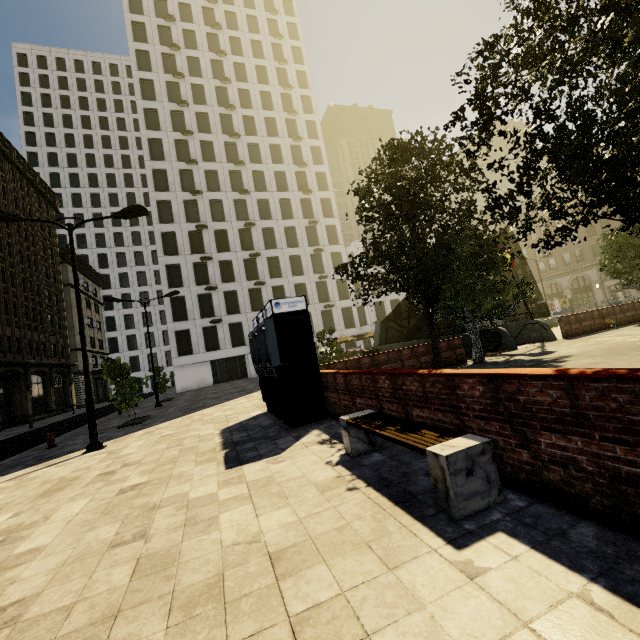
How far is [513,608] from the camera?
2.0 meters

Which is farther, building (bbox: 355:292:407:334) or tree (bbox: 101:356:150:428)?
building (bbox: 355:292:407:334)

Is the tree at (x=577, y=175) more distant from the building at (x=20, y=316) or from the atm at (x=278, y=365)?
the atm at (x=278, y=365)

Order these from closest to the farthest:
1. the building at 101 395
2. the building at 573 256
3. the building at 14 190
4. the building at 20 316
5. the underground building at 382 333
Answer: the underground building at 382 333 < the building at 20 316 < the building at 14 190 < the building at 573 256 < the building at 101 395

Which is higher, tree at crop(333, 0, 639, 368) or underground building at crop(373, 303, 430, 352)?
tree at crop(333, 0, 639, 368)

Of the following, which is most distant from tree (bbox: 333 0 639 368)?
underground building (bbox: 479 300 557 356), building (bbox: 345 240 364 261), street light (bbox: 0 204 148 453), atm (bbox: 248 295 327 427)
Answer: building (bbox: 345 240 364 261)

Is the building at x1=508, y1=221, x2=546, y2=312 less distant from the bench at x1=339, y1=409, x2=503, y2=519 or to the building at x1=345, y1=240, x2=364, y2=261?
the building at x1=345, y1=240, x2=364, y2=261

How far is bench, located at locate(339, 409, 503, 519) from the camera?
3.1m
